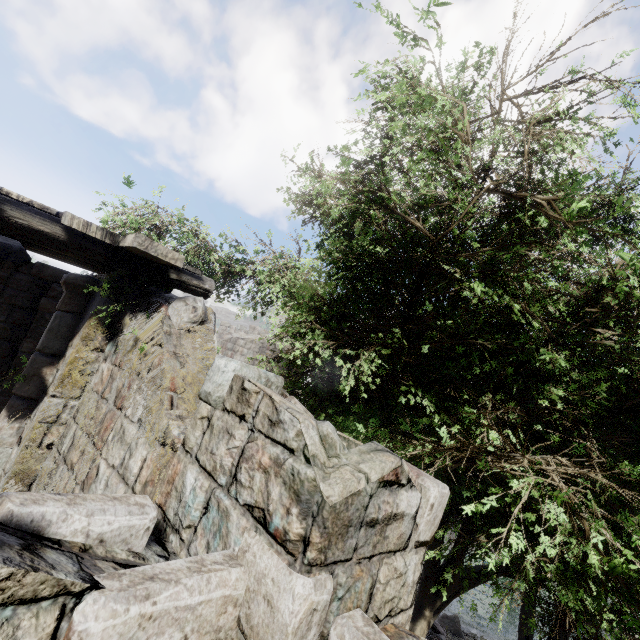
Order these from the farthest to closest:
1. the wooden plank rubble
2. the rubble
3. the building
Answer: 1. the rubble
2. the wooden plank rubble
3. the building

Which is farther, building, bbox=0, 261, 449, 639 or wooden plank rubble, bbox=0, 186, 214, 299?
wooden plank rubble, bbox=0, 186, 214, 299

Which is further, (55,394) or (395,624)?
(55,394)

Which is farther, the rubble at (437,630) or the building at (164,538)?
the rubble at (437,630)

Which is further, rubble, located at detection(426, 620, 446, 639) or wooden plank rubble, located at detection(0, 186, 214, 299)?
rubble, located at detection(426, 620, 446, 639)

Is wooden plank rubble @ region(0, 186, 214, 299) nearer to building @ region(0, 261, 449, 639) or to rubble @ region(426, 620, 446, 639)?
building @ region(0, 261, 449, 639)

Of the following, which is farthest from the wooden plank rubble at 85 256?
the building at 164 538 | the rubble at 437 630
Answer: the rubble at 437 630
